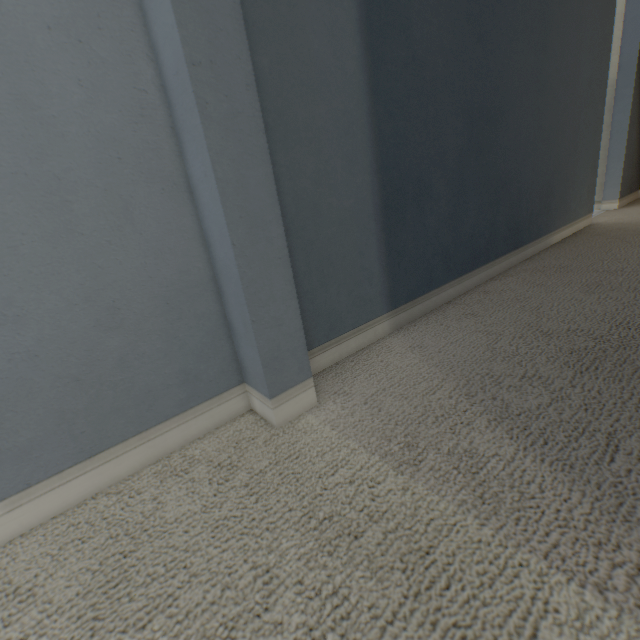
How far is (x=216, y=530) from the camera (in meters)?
0.51
